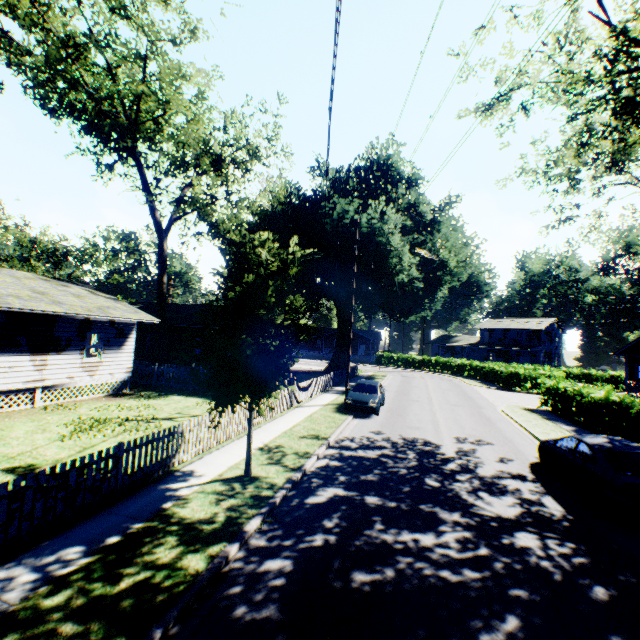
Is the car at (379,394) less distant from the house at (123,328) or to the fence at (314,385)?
the fence at (314,385)

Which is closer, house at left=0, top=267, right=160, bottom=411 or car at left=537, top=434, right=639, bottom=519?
car at left=537, top=434, right=639, bottom=519

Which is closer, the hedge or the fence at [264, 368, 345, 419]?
the hedge

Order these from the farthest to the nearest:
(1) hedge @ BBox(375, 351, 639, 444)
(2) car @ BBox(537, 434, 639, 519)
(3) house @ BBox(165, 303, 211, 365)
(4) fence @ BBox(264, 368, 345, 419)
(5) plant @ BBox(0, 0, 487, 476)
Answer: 1. (3) house @ BBox(165, 303, 211, 365)
2. (4) fence @ BBox(264, 368, 345, 419)
3. (1) hedge @ BBox(375, 351, 639, 444)
4. (5) plant @ BBox(0, 0, 487, 476)
5. (2) car @ BBox(537, 434, 639, 519)

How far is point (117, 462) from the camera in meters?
7.7

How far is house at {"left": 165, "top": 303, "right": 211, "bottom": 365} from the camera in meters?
26.3 m

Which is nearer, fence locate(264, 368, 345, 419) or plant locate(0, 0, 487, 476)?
plant locate(0, 0, 487, 476)

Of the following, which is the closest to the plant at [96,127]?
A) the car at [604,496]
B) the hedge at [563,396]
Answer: the car at [604,496]
